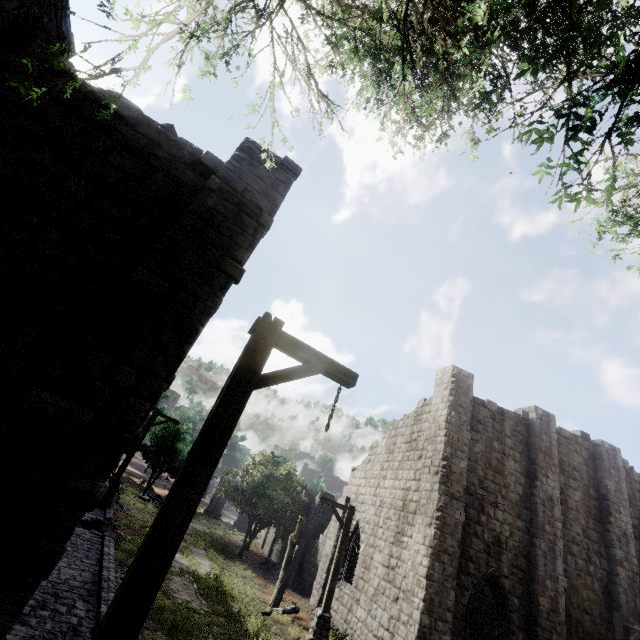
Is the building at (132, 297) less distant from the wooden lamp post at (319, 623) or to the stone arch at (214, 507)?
the wooden lamp post at (319, 623)

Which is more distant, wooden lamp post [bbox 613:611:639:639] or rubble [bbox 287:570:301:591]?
rubble [bbox 287:570:301:591]

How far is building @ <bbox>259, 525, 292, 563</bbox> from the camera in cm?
2747

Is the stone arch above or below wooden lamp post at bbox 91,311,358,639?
below

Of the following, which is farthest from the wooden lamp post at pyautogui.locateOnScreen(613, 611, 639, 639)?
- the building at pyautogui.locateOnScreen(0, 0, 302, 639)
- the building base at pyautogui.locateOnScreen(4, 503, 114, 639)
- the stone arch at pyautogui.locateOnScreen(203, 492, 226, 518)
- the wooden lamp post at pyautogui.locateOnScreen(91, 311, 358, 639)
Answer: the stone arch at pyautogui.locateOnScreen(203, 492, 226, 518)

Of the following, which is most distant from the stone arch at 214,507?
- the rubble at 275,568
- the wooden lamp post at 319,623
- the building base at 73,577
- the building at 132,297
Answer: the wooden lamp post at 319,623

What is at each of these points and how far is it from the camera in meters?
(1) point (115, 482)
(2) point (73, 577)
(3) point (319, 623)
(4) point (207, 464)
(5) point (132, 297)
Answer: (1) wooden lamp post, 15.5
(2) building base, 7.4
(3) wooden lamp post, 11.5
(4) wooden lamp post, 3.2
(5) building, 4.7

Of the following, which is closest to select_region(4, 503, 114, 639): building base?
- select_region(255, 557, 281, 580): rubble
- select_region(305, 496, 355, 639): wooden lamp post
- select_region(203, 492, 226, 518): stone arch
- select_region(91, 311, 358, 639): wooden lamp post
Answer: select_region(91, 311, 358, 639): wooden lamp post
